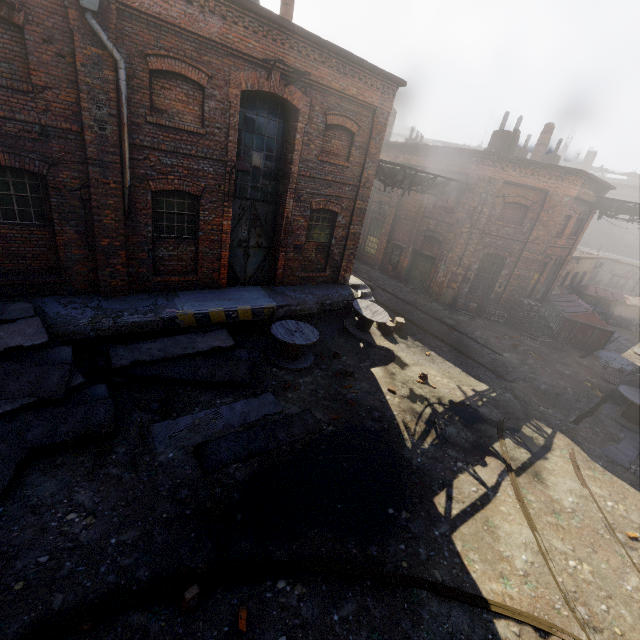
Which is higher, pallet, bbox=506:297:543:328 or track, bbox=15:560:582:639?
pallet, bbox=506:297:543:328

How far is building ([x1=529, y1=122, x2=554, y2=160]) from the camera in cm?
1859

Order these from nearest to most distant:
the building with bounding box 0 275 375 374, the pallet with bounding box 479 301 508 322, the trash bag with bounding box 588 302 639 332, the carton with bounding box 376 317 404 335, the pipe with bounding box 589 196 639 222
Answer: the building with bounding box 0 275 375 374 < the carton with bounding box 376 317 404 335 < the pipe with bounding box 589 196 639 222 < the pallet with bounding box 479 301 508 322 < the trash bag with bounding box 588 302 639 332

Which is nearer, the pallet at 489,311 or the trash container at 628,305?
the trash container at 628,305

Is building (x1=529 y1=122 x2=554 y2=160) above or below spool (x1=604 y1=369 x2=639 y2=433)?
above

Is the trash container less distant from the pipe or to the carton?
the pipe

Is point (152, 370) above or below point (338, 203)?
below

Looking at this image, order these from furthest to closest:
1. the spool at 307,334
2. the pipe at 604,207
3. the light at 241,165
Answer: the pipe at 604,207 → the spool at 307,334 → the light at 241,165
